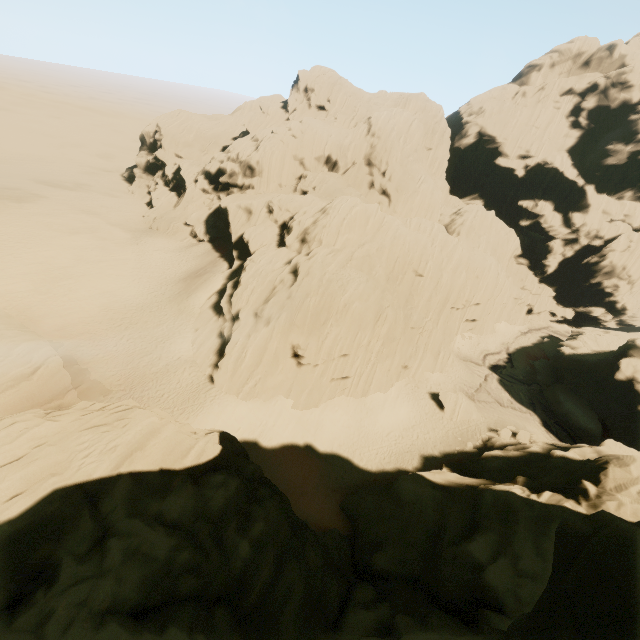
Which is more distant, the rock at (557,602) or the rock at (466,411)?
the rock at (466,411)

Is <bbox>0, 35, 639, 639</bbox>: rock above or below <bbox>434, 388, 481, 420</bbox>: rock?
above

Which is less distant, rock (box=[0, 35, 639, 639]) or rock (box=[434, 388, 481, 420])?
rock (box=[0, 35, 639, 639])

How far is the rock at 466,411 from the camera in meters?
33.9 m

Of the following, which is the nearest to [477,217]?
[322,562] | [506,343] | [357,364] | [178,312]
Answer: [506,343]

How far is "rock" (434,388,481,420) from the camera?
33.88m
